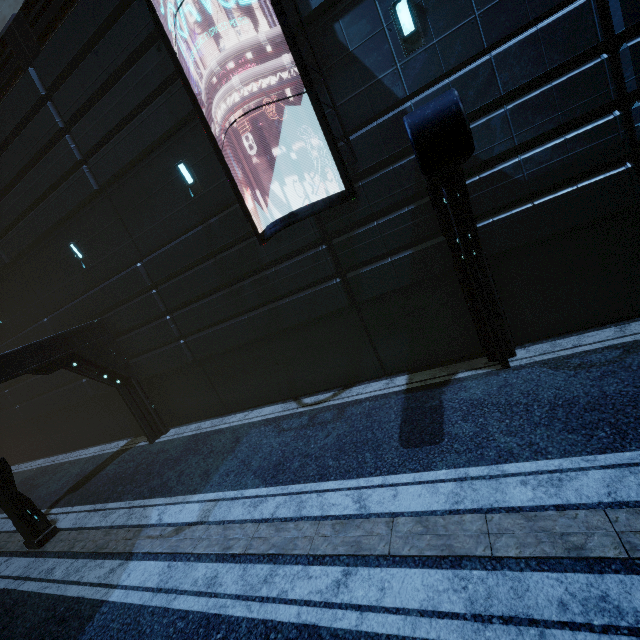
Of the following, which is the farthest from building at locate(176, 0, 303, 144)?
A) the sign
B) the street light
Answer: the street light

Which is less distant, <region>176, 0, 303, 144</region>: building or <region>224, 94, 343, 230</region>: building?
<region>176, 0, 303, 144</region>: building

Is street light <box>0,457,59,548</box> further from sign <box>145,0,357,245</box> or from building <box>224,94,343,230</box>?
sign <box>145,0,357,245</box>

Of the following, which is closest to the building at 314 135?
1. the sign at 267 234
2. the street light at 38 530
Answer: the sign at 267 234

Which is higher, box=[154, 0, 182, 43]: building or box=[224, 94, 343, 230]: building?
box=[154, 0, 182, 43]: building

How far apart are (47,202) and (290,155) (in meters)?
8.70

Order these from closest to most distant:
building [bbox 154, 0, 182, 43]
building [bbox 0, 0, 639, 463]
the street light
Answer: building [bbox 0, 0, 639, 463] → building [bbox 154, 0, 182, 43] → the street light
